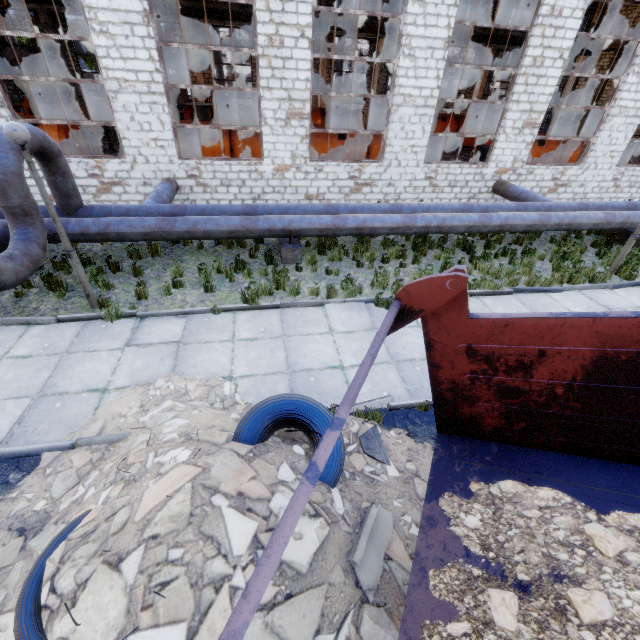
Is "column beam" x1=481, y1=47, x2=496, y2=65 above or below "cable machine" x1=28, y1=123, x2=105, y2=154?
above

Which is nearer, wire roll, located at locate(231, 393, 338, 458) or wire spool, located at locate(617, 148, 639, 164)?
wire roll, located at locate(231, 393, 338, 458)

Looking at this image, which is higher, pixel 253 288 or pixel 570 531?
pixel 570 531

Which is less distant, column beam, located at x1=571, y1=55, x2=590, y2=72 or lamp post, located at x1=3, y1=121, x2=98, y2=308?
lamp post, located at x1=3, y1=121, x2=98, y2=308

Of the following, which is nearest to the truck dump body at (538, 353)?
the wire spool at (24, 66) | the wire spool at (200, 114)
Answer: the wire spool at (200, 114)

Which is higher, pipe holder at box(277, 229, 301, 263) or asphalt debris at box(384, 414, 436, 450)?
pipe holder at box(277, 229, 301, 263)

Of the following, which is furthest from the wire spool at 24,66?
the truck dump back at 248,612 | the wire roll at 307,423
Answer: the truck dump back at 248,612

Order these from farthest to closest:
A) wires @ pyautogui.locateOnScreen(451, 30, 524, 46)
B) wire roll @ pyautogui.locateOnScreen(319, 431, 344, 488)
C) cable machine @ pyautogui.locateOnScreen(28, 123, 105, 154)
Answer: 1. wires @ pyautogui.locateOnScreen(451, 30, 524, 46)
2. cable machine @ pyautogui.locateOnScreen(28, 123, 105, 154)
3. wire roll @ pyautogui.locateOnScreen(319, 431, 344, 488)
